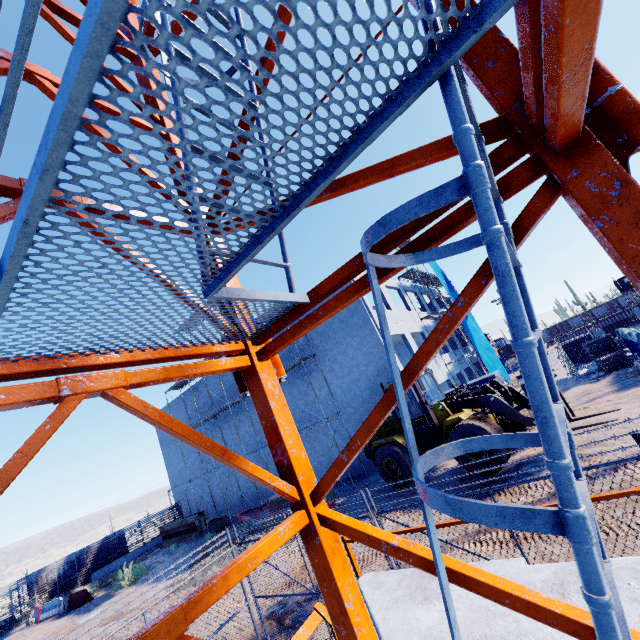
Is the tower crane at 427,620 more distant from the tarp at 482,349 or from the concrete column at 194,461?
the tarp at 482,349

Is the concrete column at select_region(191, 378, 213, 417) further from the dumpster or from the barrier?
the barrier

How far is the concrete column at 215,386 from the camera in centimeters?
2769cm

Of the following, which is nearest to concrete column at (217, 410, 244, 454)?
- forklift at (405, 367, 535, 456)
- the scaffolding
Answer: the scaffolding

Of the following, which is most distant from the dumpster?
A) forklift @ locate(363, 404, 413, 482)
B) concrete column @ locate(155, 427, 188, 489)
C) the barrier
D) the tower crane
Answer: the tower crane

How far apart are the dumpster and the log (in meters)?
2.92

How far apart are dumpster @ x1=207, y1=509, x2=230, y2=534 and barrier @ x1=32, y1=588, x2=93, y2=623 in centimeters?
932cm

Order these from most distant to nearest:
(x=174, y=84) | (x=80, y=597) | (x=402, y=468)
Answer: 1. (x=80, y=597)
2. (x=402, y=468)
3. (x=174, y=84)
